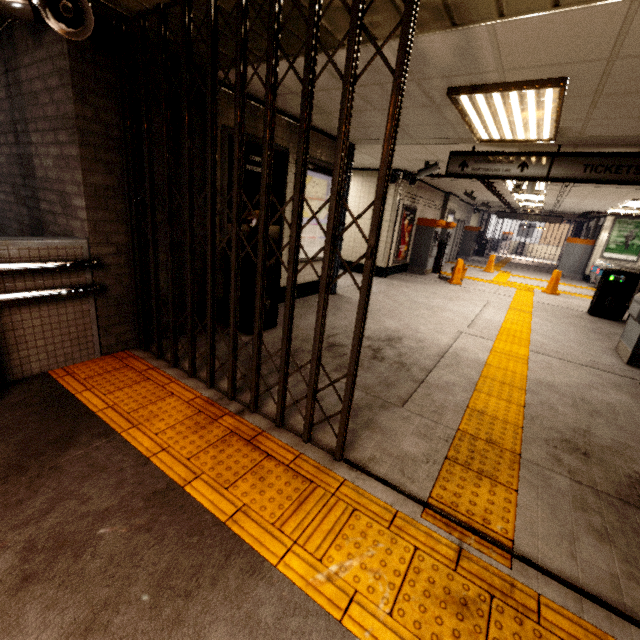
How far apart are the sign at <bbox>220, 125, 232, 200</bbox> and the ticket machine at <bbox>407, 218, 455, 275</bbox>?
6.96m

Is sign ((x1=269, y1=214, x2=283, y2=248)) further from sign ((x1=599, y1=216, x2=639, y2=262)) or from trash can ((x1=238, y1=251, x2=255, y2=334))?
sign ((x1=599, y1=216, x2=639, y2=262))

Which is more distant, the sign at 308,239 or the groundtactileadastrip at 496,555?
the sign at 308,239

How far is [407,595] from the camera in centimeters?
154cm

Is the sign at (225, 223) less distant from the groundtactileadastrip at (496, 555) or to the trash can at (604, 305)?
the groundtactileadastrip at (496, 555)

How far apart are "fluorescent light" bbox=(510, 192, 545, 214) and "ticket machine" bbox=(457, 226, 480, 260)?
3.06m

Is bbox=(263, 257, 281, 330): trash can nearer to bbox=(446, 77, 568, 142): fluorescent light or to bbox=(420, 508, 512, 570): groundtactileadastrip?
bbox=(420, 508, 512, 570): groundtactileadastrip

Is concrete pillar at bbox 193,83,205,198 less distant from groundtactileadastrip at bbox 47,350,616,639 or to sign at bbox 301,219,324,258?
groundtactileadastrip at bbox 47,350,616,639
